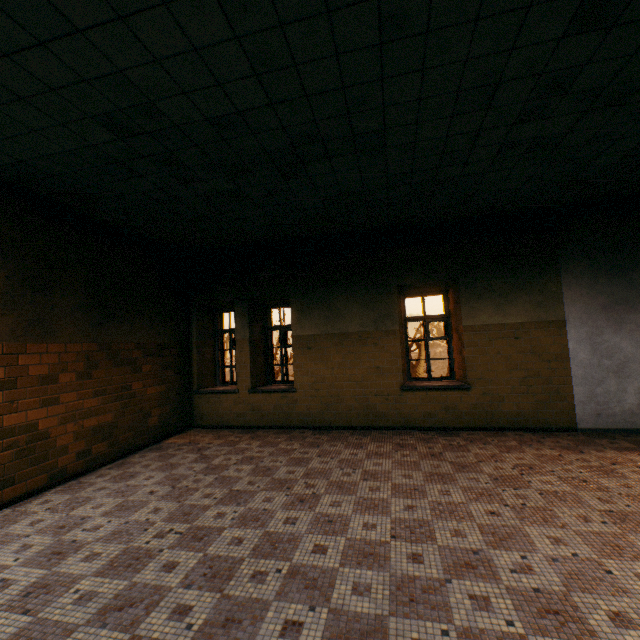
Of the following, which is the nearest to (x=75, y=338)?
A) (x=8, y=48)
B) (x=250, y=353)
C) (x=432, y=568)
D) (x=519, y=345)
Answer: (x=250, y=353)

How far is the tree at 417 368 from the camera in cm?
2136

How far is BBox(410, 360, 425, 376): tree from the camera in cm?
2136
